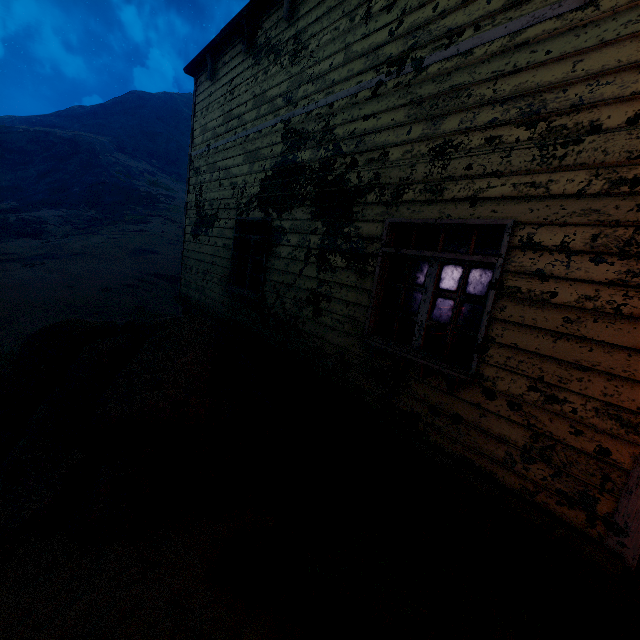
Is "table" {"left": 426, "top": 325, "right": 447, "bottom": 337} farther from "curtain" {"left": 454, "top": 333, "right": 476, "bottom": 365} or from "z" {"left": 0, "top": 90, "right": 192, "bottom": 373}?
"z" {"left": 0, "top": 90, "right": 192, "bottom": 373}

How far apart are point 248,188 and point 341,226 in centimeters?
291cm

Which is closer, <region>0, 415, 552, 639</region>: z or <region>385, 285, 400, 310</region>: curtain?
<region>0, 415, 552, 639</region>: z

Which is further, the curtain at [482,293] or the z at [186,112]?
the z at [186,112]

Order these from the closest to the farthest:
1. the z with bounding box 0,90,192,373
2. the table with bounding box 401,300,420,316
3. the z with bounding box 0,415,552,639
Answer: the z with bounding box 0,415,552,639
the table with bounding box 401,300,420,316
the z with bounding box 0,90,192,373

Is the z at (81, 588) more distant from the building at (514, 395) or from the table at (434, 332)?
the table at (434, 332)

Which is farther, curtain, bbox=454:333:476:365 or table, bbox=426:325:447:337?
table, bbox=426:325:447:337
